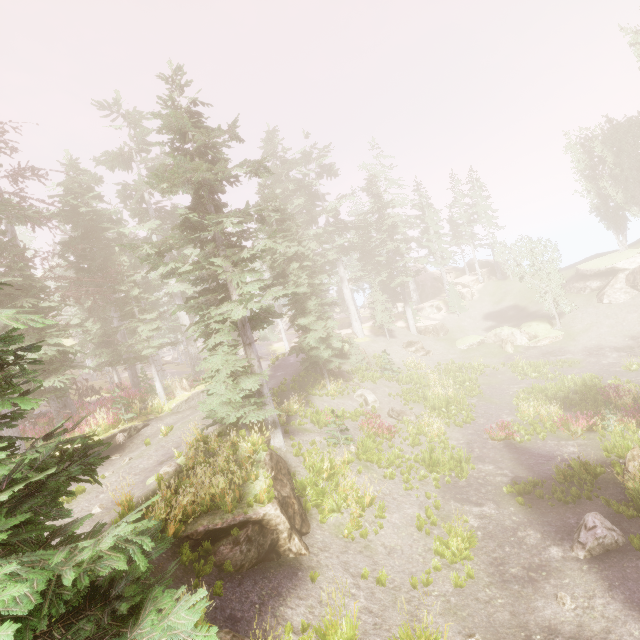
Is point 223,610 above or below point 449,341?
above

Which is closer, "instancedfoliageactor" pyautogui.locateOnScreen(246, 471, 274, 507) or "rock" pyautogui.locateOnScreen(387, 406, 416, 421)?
"instancedfoliageactor" pyautogui.locateOnScreen(246, 471, 274, 507)

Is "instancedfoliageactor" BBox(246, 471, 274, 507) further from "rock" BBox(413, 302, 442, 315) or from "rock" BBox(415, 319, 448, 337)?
"rock" BBox(413, 302, 442, 315)

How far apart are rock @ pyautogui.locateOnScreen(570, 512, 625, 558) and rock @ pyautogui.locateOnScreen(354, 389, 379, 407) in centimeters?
1342cm

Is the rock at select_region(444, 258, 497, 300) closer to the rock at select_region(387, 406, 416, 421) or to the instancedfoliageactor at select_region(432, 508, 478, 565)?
the instancedfoliageactor at select_region(432, 508, 478, 565)

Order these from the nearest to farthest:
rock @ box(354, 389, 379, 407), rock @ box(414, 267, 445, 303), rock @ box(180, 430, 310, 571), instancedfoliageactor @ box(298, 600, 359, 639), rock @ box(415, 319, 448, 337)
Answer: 1. instancedfoliageactor @ box(298, 600, 359, 639)
2. rock @ box(180, 430, 310, 571)
3. rock @ box(354, 389, 379, 407)
4. rock @ box(415, 319, 448, 337)
5. rock @ box(414, 267, 445, 303)

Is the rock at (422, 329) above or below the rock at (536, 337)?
above

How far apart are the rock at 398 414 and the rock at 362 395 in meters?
0.8 m
